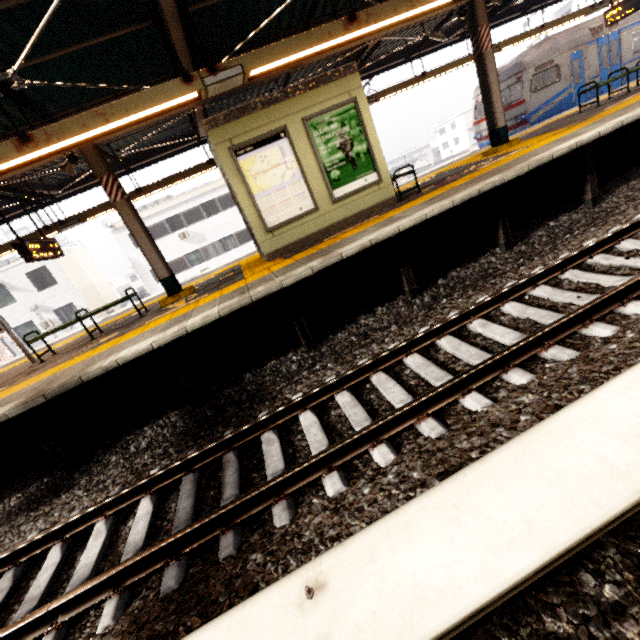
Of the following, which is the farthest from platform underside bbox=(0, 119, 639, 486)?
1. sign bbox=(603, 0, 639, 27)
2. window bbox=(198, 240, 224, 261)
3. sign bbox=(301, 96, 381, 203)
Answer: window bbox=(198, 240, 224, 261)

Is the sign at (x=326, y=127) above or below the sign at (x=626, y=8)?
below

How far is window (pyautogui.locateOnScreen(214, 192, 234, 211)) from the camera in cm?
2575

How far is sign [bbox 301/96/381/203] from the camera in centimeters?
676cm

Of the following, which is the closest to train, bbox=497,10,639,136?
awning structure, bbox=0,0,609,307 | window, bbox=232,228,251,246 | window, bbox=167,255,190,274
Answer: awning structure, bbox=0,0,609,307

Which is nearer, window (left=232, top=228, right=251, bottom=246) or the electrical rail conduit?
the electrical rail conduit

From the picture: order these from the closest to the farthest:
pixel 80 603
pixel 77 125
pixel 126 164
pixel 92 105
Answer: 1. pixel 80 603
2. pixel 77 125
3. pixel 92 105
4. pixel 126 164

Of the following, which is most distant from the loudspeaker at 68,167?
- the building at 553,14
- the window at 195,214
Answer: the building at 553,14
